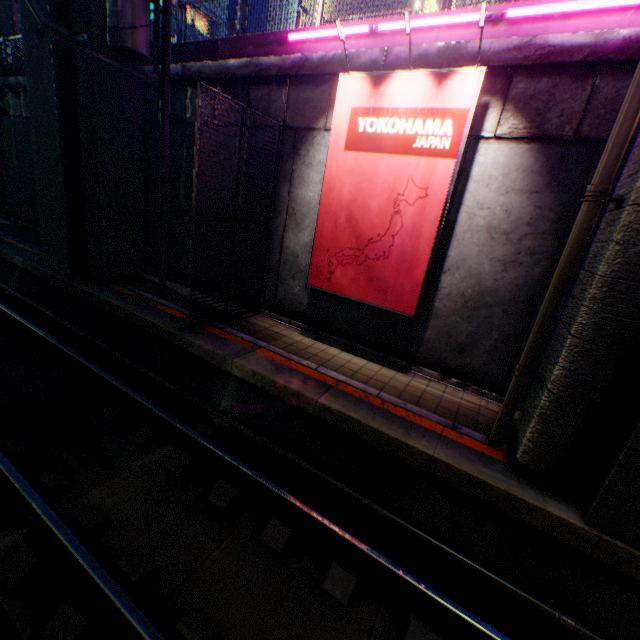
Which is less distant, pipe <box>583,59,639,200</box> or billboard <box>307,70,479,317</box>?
pipe <box>583,59,639,200</box>

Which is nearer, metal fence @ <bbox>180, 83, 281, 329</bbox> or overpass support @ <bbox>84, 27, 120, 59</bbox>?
metal fence @ <bbox>180, 83, 281, 329</bbox>

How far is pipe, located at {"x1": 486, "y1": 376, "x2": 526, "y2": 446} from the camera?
4.8 meters

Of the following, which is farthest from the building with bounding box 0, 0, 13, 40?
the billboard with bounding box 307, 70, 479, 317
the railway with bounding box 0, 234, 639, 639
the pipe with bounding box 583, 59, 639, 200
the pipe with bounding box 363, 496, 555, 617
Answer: the pipe with bounding box 583, 59, 639, 200

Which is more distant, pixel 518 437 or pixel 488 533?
pixel 518 437

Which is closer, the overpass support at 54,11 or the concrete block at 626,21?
the concrete block at 626,21

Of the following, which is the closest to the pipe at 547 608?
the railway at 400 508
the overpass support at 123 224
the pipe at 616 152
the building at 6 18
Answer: the railway at 400 508

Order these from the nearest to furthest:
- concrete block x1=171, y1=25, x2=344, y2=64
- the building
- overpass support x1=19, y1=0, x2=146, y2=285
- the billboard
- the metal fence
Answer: the billboard, the metal fence, concrete block x1=171, y1=25, x2=344, y2=64, overpass support x1=19, y1=0, x2=146, y2=285, the building
